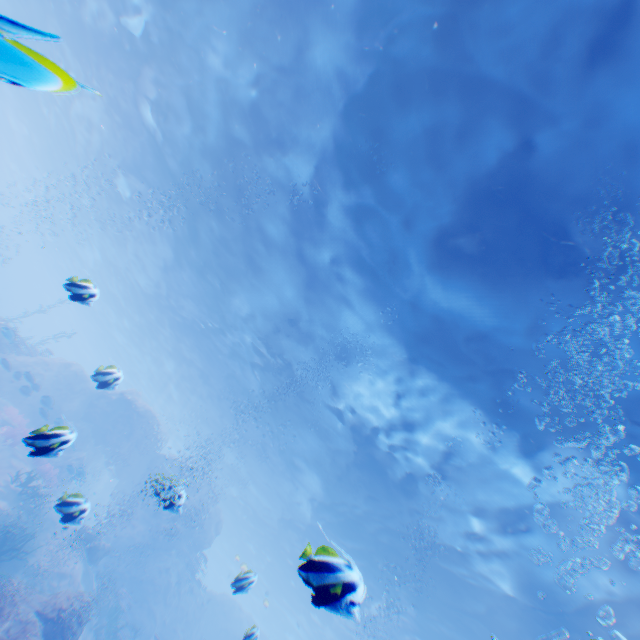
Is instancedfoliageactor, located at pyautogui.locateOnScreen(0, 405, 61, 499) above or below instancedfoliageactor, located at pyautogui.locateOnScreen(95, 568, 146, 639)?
above

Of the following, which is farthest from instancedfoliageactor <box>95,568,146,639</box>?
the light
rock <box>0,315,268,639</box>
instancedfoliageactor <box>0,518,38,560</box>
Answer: instancedfoliageactor <box>0,518,38,560</box>

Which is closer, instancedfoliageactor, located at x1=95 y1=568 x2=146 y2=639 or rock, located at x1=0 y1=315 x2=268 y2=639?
instancedfoliageactor, located at x1=95 y1=568 x2=146 y2=639

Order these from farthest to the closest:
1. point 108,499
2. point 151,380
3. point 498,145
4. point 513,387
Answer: point 151,380 < point 108,499 < point 513,387 < point 498,145

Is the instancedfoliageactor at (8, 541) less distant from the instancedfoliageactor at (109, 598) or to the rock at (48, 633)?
the rock at (48, 633)

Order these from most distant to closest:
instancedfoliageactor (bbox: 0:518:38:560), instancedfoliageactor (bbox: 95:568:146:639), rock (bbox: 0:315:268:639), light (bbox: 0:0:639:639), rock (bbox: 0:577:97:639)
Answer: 1. rock (bbox: 0:315:268:639)
2. instancedfoliageactor (bbox: 95:568:146:639)
3. instancedfoliageactor (bbox: 0:518:38:560)
4. rock (bbox: 0:577:97:639)
5. light (bbox: 0:0:639:639)
